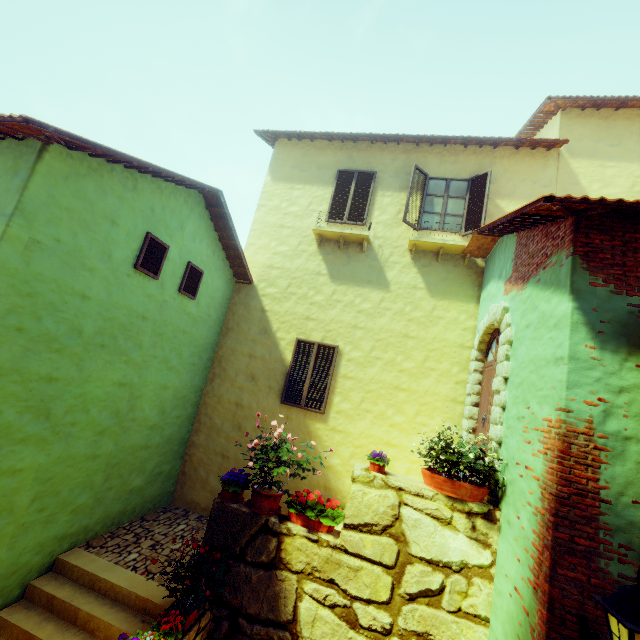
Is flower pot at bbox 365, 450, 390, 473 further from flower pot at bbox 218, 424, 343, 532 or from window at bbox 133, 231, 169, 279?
window at bbox 133, 231, 169, 279

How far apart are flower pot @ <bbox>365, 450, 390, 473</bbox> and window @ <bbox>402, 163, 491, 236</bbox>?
5.6m

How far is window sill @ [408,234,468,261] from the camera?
7.54m

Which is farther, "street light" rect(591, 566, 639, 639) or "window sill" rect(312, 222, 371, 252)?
"window sill" rect(312, 222, 371, 252)

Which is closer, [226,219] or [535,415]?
[535,415]

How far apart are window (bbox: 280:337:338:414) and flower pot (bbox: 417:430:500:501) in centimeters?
314cm

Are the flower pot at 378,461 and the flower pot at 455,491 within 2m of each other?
yes

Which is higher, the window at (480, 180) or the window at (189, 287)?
the window at (480, 180)
